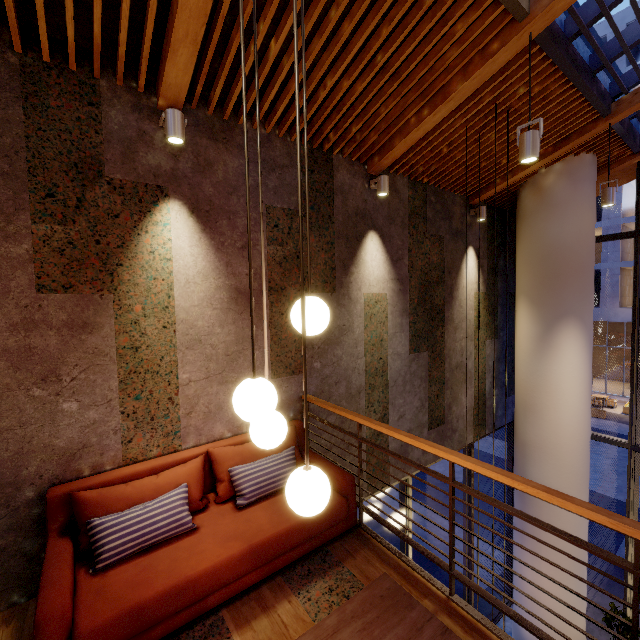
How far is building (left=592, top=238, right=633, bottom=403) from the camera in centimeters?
2252cm

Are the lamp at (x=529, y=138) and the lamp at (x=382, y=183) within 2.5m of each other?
yes

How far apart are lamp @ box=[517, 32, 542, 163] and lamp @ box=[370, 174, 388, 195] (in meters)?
1.63

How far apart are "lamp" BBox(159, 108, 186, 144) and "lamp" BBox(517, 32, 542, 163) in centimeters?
308cm

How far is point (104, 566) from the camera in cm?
220

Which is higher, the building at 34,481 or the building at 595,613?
the building at 34,481

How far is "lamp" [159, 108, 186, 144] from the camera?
2.8m

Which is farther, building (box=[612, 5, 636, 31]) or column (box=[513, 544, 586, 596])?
building (box=[612, 5, 636, 31])
